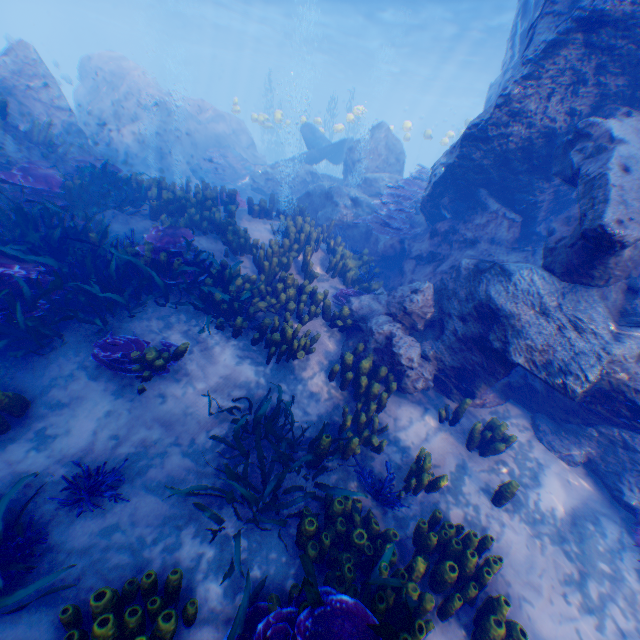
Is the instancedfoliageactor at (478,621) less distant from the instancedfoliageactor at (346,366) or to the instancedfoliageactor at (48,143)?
the instancedfoliageactor at (346,366)

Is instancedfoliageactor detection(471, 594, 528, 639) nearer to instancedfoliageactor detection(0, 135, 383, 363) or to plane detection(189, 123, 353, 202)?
instancedfoliageactor detection(0, 135, 383, 363)

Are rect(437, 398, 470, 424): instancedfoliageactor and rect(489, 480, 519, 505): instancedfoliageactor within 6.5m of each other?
yes

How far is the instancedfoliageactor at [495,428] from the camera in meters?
5.3

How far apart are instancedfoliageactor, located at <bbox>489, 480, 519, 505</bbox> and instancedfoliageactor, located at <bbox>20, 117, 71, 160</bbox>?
12.5 meters

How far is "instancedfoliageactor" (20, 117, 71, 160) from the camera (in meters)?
8.17

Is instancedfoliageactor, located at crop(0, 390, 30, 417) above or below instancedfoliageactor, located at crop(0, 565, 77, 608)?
above

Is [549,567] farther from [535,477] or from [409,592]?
[409,592]
